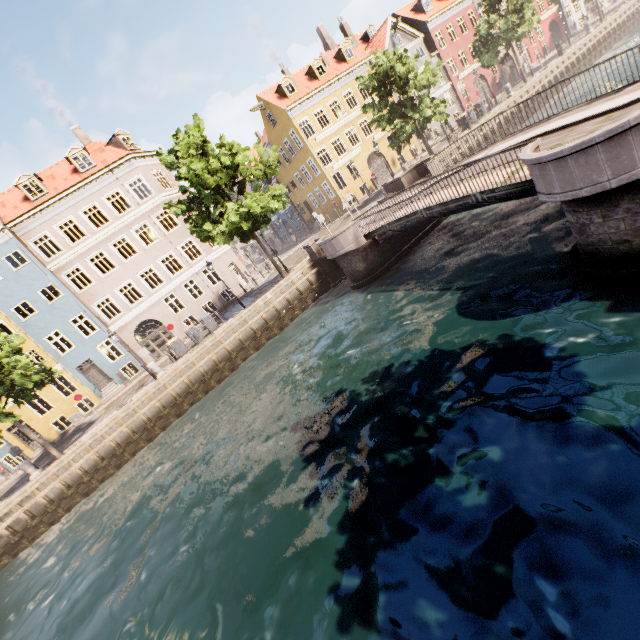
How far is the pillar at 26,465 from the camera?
16.9m

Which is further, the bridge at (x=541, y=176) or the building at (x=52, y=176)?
the building at (x=52, y=176)

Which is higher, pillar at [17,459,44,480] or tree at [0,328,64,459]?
tree at [0,328,64,459]

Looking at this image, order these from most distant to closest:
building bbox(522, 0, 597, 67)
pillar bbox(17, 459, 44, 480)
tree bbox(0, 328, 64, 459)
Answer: building bbox(522, 0, 597, 67), pillar bbox(17, 459, 44, 480), tree bbox(0, 328, 64, 459)

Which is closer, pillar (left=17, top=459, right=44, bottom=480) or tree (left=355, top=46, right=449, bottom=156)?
pillar (left=17, top=459, right=44, bottom=480)

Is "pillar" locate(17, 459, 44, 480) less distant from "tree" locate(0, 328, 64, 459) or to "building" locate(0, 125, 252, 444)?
A: "tree" locate(0, 328, 64, 459)

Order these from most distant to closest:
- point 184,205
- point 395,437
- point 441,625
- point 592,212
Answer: point 184,205 → point 395,437 → point 592,212 → point 441,625

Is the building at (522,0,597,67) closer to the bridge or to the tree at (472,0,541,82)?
the tree at (472,0,541,82)
